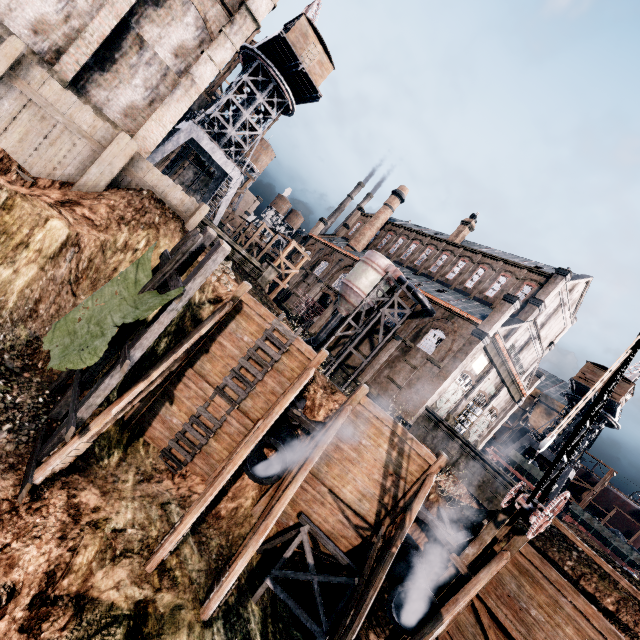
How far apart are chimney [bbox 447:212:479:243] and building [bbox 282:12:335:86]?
25.6m

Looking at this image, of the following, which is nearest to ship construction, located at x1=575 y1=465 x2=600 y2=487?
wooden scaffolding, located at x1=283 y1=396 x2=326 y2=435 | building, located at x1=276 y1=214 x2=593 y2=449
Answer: building, located at x1=276 y1=214 x2=593 y2=449

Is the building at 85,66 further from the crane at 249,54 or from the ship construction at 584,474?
the ship construction at 584,474

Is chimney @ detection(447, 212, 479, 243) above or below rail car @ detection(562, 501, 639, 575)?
above

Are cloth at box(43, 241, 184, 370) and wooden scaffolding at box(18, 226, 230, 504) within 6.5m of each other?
yes

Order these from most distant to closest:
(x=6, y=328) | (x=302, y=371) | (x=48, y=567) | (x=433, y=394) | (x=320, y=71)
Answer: (x=320, y=71), (x=433, y=394), (x=302, y=371), (x=6, y=328), (x=48, y=567)

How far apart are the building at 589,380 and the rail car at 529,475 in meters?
12.8 m

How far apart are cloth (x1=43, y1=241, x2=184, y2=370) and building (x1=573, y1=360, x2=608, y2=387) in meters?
49.2 m
